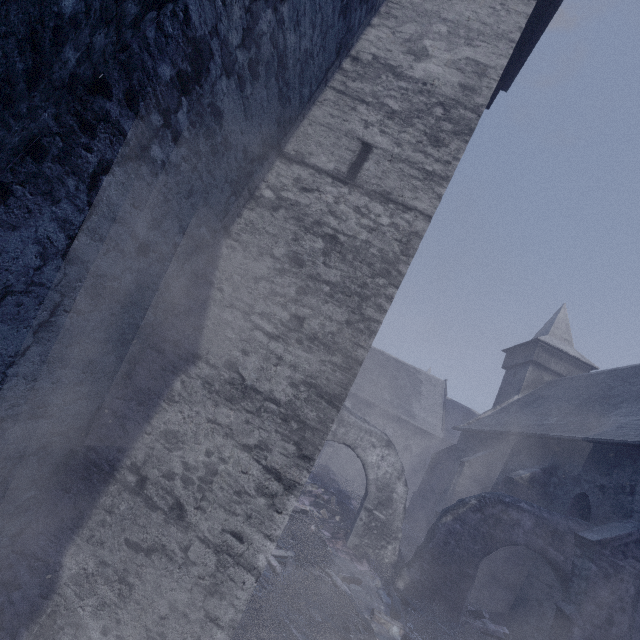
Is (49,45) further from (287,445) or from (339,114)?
(339,114)

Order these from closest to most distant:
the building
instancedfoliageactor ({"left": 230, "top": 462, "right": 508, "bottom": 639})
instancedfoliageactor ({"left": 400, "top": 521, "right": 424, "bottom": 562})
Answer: the building < instancedfoliageactor ({"left": 230, "top": 462, "right": 508, "bottom": 639}) < instancedfoliageactor ({"left": 400, "top": 521, "right": 424, "bottom": 562})

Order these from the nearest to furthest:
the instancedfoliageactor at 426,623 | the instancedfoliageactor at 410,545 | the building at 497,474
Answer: the building at 497,474, the instancedfoliageactor at 426,623, the instancedfoliageactor at 410,545

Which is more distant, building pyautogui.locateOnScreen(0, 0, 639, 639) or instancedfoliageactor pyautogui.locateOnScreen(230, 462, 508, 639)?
instancedfoliageactor pyautogui.locateOnScreen(230, 462, 508, 639)

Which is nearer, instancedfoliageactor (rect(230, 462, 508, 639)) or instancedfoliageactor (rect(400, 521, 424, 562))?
instancedfoliageactor (rect(230, 462, 508, 639))

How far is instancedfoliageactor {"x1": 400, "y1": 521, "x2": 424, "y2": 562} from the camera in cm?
1348

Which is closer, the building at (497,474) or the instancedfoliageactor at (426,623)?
the building at (497,474)
